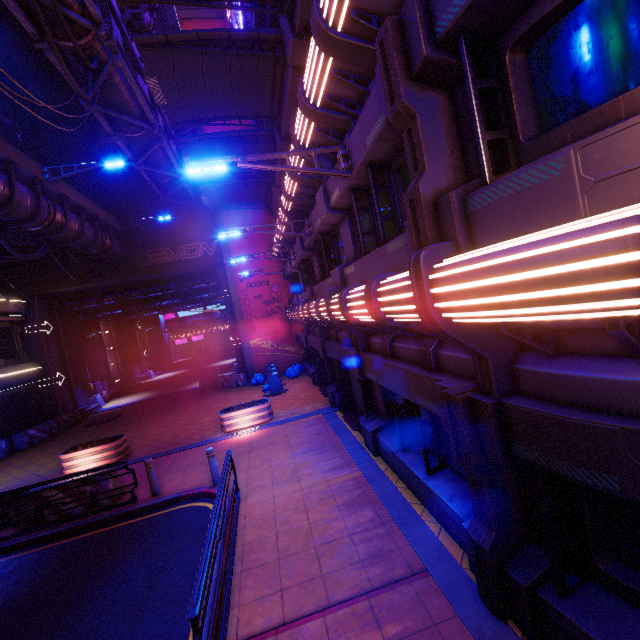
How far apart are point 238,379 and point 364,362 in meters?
16.3

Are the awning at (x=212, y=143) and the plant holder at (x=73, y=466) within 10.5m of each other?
no

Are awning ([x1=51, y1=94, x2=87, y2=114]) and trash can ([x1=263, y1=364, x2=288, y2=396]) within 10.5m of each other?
no

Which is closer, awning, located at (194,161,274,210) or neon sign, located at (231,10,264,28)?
neon sign, located at (231,10,264,28)

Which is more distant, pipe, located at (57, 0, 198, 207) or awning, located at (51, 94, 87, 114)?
awning, located at (51, 94, 87, 114)

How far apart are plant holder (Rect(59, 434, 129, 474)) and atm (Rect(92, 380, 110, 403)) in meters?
16.0 m

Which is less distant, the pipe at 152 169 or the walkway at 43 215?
the pipe at 152 169

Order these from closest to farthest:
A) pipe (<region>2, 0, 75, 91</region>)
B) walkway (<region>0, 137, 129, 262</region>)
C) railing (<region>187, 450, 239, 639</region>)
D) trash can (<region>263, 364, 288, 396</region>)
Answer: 1. railing (<region>187, 450, 239, 639</region>)
2. pipe (<region>2, 0, 75, 91</region>)
3. walkway (<region>0, 137, 129, 262</region>)
4. trash can (<region>263, 364, 288, 396</region>)
